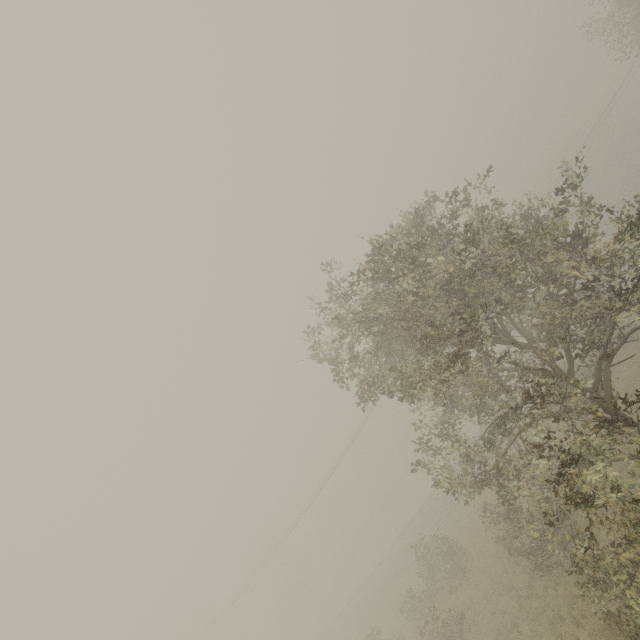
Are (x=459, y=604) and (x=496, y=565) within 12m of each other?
yes
